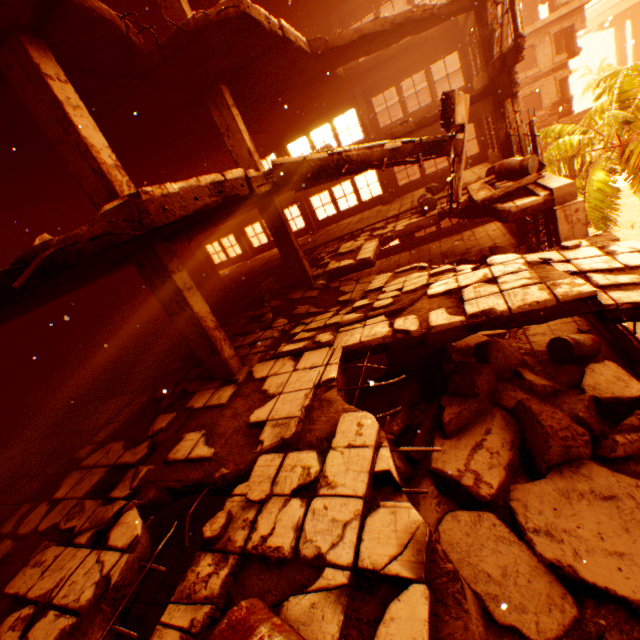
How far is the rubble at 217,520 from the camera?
3.1 meters

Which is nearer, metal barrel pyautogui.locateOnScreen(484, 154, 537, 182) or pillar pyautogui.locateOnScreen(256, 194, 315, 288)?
metal barrel pyautogui.locateOnScreen(484, 154, 537, 182)

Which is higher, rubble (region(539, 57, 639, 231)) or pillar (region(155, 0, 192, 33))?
pillar (region(155, 0, 192, 33))

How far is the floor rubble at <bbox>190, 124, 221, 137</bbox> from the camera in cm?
1147

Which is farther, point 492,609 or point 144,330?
point 144,330

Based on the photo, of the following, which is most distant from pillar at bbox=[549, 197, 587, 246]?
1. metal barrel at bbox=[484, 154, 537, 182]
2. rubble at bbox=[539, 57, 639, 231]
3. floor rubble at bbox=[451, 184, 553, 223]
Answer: rubble at bbox=[539, 57, 639, 231]

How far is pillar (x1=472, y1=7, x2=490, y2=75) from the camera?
10.05m

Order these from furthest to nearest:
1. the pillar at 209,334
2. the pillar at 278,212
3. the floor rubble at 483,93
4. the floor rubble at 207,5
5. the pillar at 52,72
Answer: the floor rubble at 483,93 < the floor rubble at 207,5 < the pillar at 278,212 < the pillar at 209,334 < the pillar at 52,72
